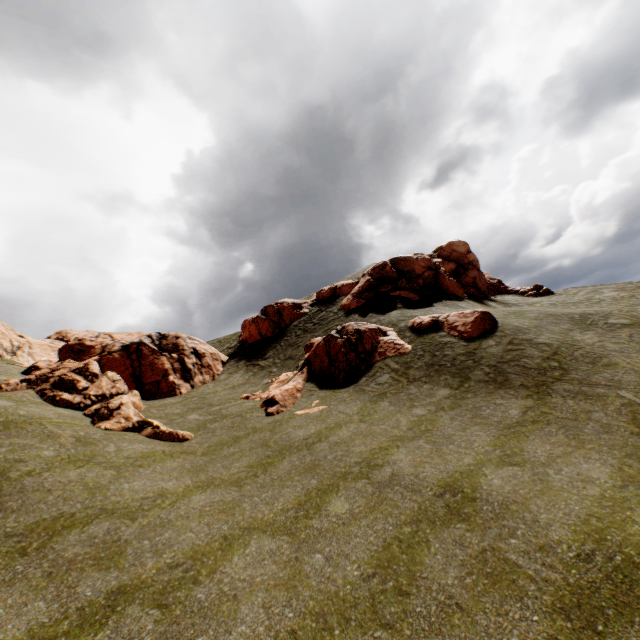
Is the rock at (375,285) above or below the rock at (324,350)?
above

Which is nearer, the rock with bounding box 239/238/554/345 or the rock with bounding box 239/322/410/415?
the rock with bounding box 239/322/410/415

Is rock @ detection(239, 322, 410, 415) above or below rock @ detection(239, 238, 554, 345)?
below

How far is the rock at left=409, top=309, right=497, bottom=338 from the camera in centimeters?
1847cm

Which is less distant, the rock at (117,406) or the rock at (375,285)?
the rock at (117,406)

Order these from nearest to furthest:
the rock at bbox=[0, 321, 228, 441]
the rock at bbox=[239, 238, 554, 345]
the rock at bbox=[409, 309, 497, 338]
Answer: the rock at bbox=[0, 321, 228, 441] → the rock at bbox=[409, 309, 497, 338] → the rock at bbox=[239, 238, 554, 345]

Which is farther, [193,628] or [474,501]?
[474,501]
